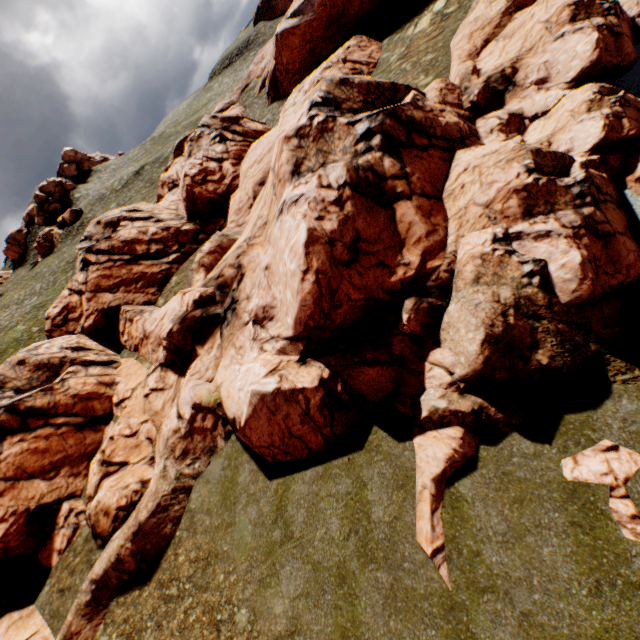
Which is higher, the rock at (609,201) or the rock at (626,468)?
the rock at (609,201)

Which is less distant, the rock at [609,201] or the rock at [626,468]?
the rock at [626,468]

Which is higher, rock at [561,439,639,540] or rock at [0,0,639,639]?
rock at [0,0,639,639]

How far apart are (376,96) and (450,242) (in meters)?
9.80

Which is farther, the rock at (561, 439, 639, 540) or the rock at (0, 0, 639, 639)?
the rock at (0, 0, 639, 639)
